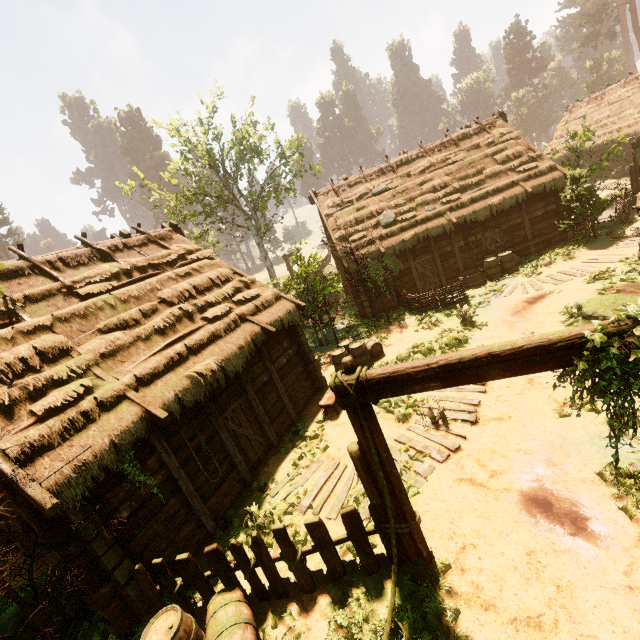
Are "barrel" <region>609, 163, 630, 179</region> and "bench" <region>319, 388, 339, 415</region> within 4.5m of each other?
no

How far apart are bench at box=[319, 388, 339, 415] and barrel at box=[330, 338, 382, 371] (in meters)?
0.24

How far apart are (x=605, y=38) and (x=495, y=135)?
52.9 meters

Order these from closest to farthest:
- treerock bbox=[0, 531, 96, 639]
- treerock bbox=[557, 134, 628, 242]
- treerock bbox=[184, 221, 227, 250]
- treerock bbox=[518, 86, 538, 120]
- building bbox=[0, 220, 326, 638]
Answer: treerock bbox=[0, 531, 96, 639] → building bbox=[0, 220, 326, 638] → treerock bbox=[557, 134, 628, 242] → treerock bbox=[184, 221, 227, 250] → treerock bbox=[518, 86, 538, 120]

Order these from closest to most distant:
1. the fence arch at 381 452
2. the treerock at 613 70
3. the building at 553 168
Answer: the fence arch at 381 452, the building at 553 168, the treerock at 613 70

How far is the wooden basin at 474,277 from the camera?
16.2m

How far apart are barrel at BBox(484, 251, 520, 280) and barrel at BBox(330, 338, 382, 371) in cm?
748

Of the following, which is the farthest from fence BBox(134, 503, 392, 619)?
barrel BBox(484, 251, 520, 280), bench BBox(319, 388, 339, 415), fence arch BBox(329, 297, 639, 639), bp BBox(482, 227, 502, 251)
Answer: bp BBox(482, 227, 502, 251)
